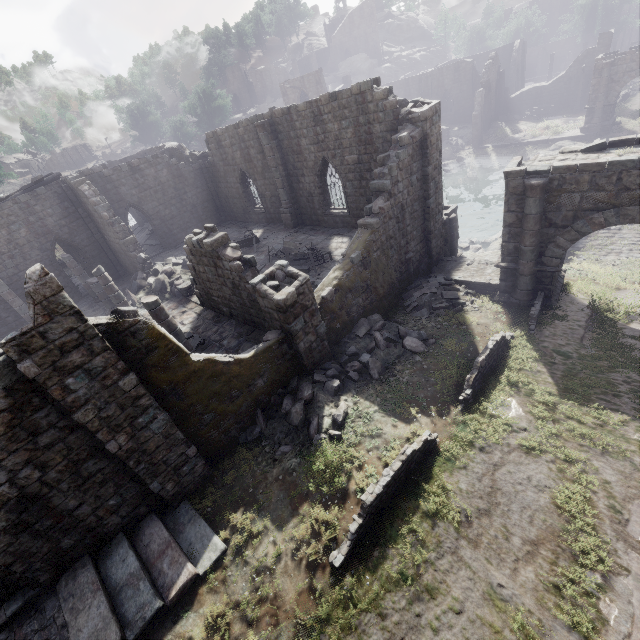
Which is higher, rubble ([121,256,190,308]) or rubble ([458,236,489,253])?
rubble ([121,256,190,308])

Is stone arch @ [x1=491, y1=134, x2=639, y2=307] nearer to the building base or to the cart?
the building base

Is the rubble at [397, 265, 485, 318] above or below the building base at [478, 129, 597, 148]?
above

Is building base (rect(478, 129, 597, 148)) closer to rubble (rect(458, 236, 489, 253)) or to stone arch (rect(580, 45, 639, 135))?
stone arch (rect(580, 45, 639, 135))

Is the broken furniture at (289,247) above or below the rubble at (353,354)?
above

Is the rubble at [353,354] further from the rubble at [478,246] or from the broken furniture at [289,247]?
the rubble at [478,246]

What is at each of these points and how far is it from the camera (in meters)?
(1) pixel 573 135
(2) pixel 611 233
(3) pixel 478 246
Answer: (1) building base, 32.41
(2) bridge, 18.78
(3) rubble, 21.97

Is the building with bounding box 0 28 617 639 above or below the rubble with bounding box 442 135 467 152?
above
